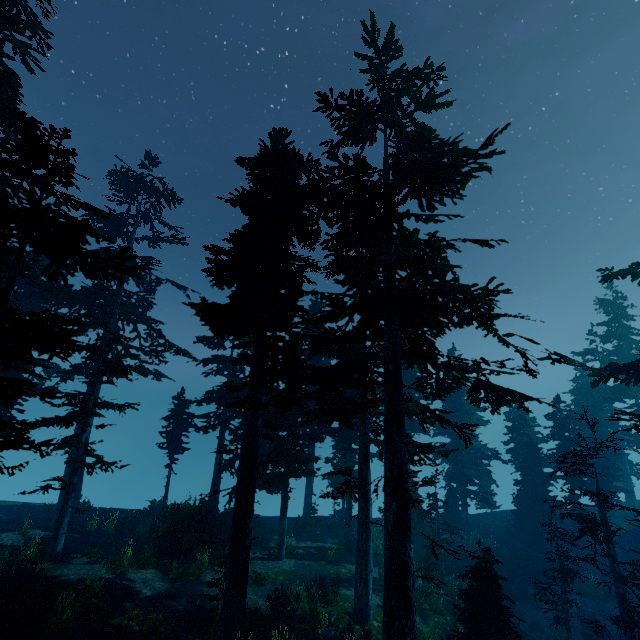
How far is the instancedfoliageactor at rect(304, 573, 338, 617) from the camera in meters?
14.1 m

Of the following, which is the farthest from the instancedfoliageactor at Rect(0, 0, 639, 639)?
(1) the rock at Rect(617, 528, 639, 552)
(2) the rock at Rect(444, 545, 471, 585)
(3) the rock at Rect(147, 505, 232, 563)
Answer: (2) the rock at Rect(444, 545, 471, 585)

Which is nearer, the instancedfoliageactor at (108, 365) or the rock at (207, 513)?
the instancedfoliageactor at (108, 365)

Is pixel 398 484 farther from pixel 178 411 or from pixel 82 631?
pixel 178 411

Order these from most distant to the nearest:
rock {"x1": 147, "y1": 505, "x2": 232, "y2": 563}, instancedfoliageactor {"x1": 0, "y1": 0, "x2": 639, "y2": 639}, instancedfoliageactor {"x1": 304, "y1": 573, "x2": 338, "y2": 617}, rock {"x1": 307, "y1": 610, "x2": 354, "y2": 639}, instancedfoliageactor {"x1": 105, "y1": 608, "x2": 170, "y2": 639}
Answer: rock {"x1": 147, "y1": 505, "x2": 232, "y2": 563}
instancedfoliageactor {"x1": 304, "y1": 573, "x2": 338, "y2": 617}
rock {"x1": 307, "y1": 610, "x2": 354, "y2": 639}
instancedfoliageactor {"x1": 105, "y1": 608, "x2": 170, "y2": 639}
instancedfoliageactor {"x1": 0, "y1": 0, "x2": 639, "y2": 639}

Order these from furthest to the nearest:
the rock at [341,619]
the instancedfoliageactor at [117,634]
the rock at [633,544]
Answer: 1. the rock at [633,544]
2. the rock at [341,619]
3. the instancedfoliageactor at [117,634]

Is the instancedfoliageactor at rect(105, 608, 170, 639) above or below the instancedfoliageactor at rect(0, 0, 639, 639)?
below

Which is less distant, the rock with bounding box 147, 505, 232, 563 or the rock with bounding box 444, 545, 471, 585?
the rock with bounding box 147, 505, 232, 563
